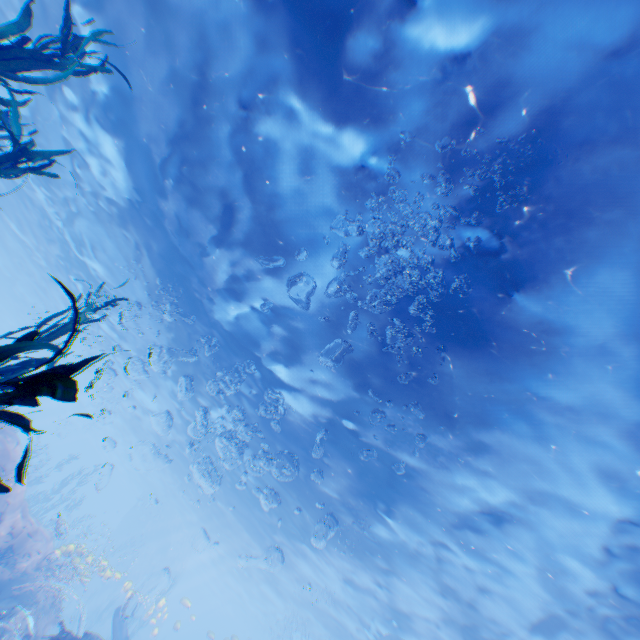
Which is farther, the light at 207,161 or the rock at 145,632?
the rock at 145,632

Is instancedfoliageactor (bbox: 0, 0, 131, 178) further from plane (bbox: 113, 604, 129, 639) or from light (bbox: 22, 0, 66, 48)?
light (bbox: 22, 0, 66, 48)

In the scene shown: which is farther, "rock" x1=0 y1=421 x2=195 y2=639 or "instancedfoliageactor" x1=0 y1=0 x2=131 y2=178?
"rock" x1=0 y1=421 x2=195 y2=639

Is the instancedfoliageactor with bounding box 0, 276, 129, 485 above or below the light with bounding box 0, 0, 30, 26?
below

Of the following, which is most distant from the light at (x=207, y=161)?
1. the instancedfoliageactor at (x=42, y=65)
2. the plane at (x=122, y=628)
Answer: the instancedfoliageactor at (x=42, y=65)

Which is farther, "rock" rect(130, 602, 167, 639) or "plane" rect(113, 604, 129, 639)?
"rock" rect(130, 602, 167, 639)

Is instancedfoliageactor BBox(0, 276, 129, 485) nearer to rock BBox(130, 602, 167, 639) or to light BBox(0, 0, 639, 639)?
rock BBox(130, 602, 167, 639)

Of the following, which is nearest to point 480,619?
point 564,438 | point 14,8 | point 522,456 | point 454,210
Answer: point 522,456
